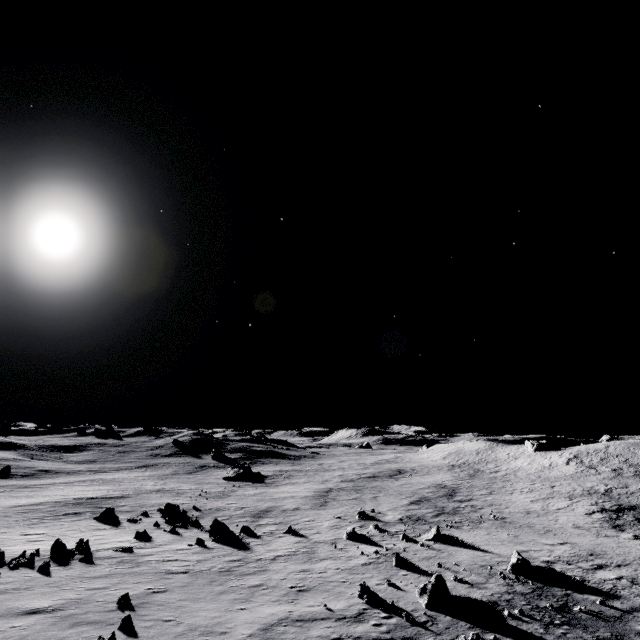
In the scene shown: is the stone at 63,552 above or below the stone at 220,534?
above

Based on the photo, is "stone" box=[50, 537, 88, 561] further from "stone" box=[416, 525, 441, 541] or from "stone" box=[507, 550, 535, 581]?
"stone" box=[507, 550, 535, 581]

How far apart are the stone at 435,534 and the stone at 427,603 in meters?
10.0

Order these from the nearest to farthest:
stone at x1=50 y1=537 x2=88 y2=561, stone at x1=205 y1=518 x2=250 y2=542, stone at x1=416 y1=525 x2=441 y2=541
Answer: stone at x1=50 y1=537 x2=88 y2=561 → stone at x1=205 y1=518 x2=250 y2=542 → stone at x1=416 y1=525 x2=441 y2=541

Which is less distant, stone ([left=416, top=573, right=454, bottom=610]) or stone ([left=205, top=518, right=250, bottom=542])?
stone ([left=416, top=573, right=454, bottom=610])

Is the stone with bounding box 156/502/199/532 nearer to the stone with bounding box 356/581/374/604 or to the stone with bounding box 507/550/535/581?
the stone with bounding box 356/581/374/604

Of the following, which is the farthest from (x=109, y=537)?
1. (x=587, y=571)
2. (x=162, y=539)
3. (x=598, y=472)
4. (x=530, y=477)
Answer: (x=598, y=472)

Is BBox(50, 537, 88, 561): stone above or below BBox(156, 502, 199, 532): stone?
above
